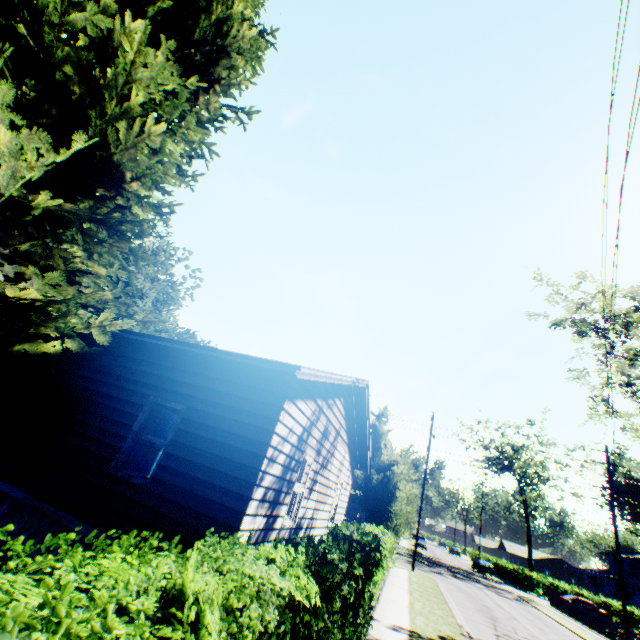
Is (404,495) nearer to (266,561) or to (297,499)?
(297,499)

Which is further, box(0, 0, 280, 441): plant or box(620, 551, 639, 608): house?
box(620, 551, 639, 608): house

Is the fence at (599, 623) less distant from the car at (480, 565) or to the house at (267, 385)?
the car at (480, 565)

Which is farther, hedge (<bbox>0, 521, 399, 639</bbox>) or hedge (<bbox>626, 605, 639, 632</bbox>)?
hedge (<bbox>626, 605, 639, 632</bbox>)

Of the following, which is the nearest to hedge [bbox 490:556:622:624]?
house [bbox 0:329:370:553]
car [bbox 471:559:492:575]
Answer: car [bbox 471:559:492:575]

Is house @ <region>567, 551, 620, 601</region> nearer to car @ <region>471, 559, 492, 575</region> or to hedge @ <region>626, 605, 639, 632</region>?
hedge @ <region>626, 605, 639, 632</region>

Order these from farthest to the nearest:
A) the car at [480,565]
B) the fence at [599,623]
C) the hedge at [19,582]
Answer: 1. the car at [480,565]
2. the fence at [599,623]
3. the hedge at [19,582]

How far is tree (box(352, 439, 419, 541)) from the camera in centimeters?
1750cm
